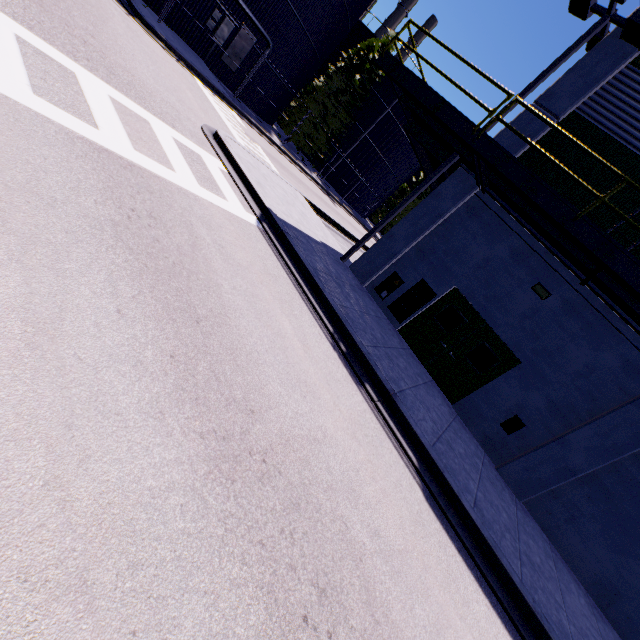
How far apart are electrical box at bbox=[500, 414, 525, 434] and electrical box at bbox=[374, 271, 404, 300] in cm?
517

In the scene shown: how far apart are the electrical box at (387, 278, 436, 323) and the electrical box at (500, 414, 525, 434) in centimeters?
411cm

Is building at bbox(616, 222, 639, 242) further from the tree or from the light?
the tree

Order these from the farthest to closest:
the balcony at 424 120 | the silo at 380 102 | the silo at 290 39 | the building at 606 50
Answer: the silo at 380 102 < the silo at 290 39 < the building at 606 50 < the balcony at 424 120

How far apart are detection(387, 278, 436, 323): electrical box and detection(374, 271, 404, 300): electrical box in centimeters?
22cm

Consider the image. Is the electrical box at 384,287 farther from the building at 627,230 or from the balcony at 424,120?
the balcony at 424,120

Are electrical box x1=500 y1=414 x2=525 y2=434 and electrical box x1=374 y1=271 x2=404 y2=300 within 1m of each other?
no

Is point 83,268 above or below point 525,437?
below
